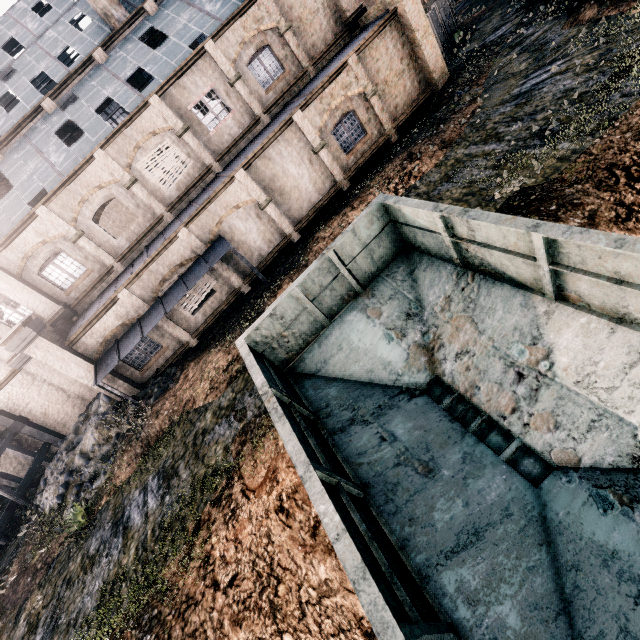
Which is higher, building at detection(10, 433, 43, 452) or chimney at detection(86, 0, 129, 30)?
chimney at detection(86, 0, 129, 30)

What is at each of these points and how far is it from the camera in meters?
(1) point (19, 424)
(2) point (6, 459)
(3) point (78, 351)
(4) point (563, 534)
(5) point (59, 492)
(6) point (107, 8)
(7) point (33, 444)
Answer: (1) building structure, 21.8
(2) building, 22.8
(3) building, 17.0
(4) rail car container, 4.5
(5) stone debris, 16.3
(6) chimney, 20.0
(7) building, 22.9

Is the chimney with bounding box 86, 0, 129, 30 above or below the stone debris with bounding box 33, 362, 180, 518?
above

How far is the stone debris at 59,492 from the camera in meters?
15.3 m

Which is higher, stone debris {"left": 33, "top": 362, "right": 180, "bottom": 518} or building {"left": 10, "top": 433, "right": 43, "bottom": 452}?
building {"left": 10, "top": 433, "right": 43, "bottom": 452}

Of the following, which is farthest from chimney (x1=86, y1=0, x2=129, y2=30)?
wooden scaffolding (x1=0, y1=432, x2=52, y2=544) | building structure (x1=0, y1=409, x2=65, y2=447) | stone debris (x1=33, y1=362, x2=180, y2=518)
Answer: wooden scaffolding (x1=0, y1=432, x2=52, y2=544)

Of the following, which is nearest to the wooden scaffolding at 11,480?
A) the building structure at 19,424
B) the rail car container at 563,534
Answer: the building structure at 19,424

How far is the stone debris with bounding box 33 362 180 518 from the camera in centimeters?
1533cm
